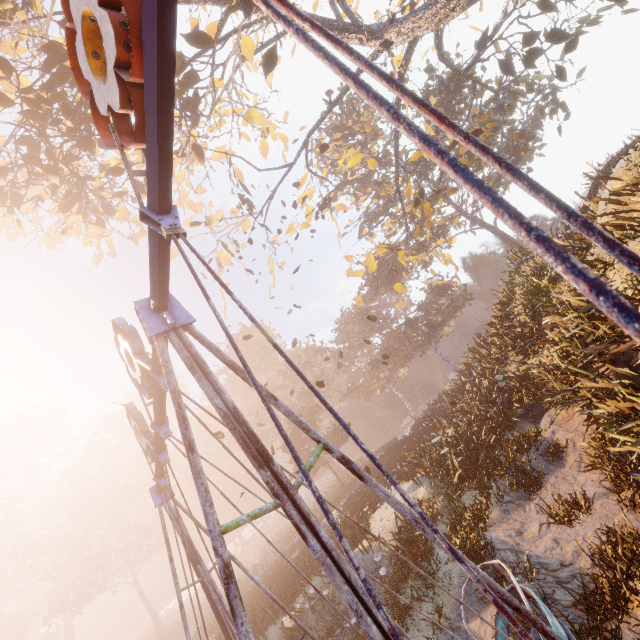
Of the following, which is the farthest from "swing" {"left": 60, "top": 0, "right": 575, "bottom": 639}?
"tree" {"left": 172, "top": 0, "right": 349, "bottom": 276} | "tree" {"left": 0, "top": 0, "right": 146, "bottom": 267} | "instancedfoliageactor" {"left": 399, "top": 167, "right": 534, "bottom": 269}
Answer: "instancedfoliageactor" {"left": 399, "top": 167, "right": 534, "bottom": 269}

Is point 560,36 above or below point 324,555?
above

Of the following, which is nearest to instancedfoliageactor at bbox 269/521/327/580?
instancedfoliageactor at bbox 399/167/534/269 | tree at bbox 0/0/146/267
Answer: instancedfoliageactor at bbox 399/167/534/269

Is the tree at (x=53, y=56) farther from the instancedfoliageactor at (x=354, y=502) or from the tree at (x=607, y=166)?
the instancedfoliageactor at (x=354, y=502)

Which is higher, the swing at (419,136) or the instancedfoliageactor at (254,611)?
the swing at (419,136)

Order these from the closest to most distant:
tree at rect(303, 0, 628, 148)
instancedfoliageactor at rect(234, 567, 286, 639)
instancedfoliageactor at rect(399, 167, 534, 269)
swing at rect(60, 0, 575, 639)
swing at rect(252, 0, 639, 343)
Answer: swing at rect(252, 0, 639, 343), swing at rect(60, 0, 575, 639), tree at rect(303, 0, 628, 148), instancedfoliageactor at rect(234, 567, 286, 639), instancedfoliageactor at rect(399, 167, 534, 269)

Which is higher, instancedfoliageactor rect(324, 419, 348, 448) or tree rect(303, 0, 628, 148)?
tree rect(303, 0, 628, 148)

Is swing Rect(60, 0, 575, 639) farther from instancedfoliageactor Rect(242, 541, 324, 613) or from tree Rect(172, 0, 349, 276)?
instancedfoliageactor Rect(242, 541, 324, 613)
